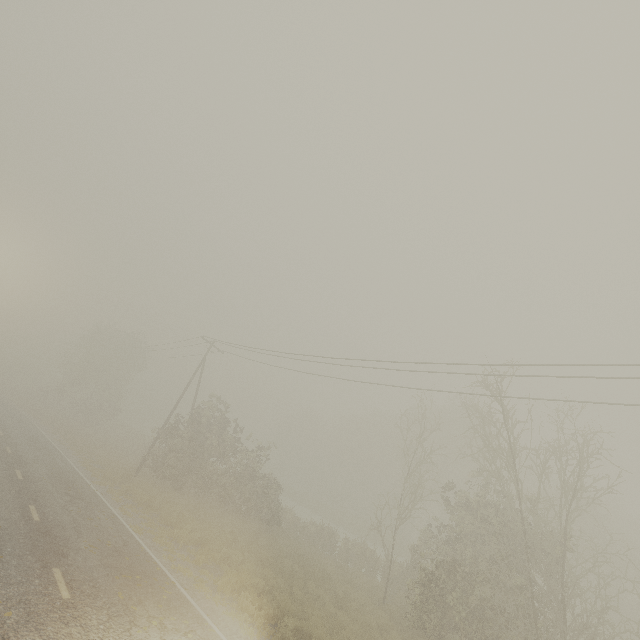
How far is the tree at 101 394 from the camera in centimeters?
4281cm

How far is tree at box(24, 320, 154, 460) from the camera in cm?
4281

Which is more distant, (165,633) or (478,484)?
(478,484)
